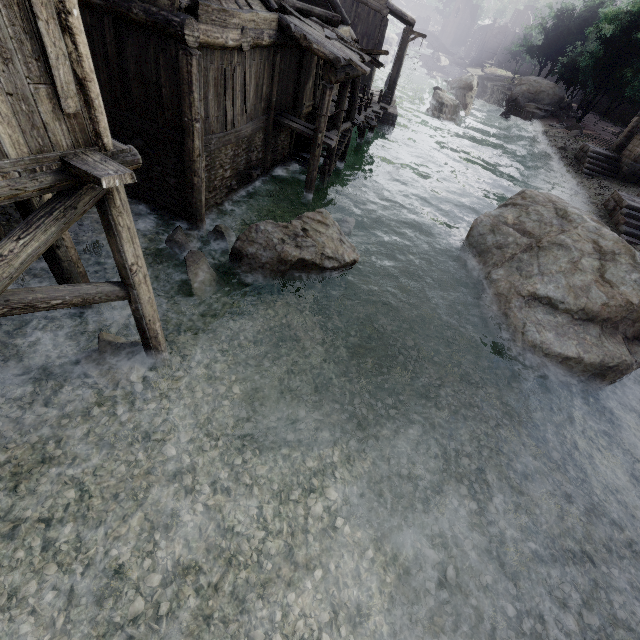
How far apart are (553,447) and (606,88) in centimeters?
4871cm

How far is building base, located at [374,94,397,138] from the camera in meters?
Answer: 24.0

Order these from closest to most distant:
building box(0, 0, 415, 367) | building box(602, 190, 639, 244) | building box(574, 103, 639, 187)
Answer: building box(0, 0, 415, 367)
building box(602, 190, 639, 244)
building box(574, 103, 639, 187)

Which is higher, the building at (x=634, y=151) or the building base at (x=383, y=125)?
the building at (x=634, y=151)

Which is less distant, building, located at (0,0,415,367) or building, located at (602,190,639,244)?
building, located at (0,0,415,367)

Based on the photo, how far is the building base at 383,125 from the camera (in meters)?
24.03

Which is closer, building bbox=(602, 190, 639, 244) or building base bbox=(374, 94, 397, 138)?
building bbox=(602, 190, 639, 244)
